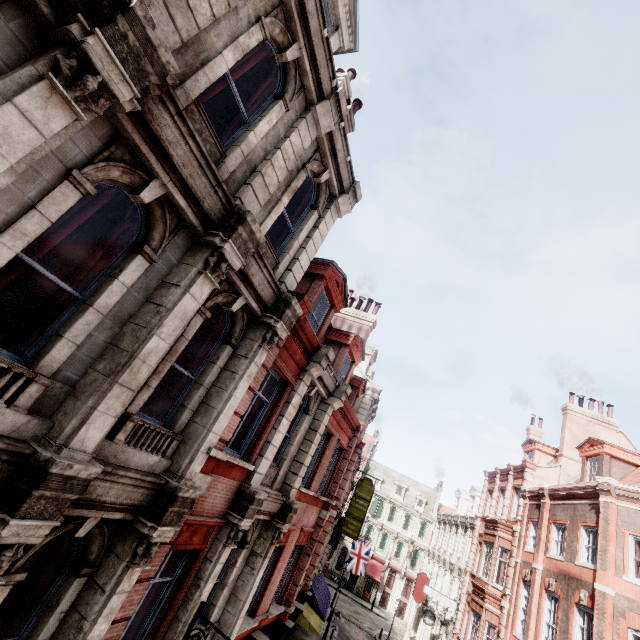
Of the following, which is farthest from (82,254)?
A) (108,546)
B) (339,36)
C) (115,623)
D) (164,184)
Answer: (339,36)

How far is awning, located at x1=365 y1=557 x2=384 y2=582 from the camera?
46.3m

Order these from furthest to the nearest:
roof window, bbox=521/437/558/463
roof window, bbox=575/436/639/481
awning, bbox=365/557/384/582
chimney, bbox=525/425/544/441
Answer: awning, bbox=365/557/384/582, chimney, bbox=525/425/544/441, roof window, bbox=521/437/558/463, roof window, bbox=575/436/639/481

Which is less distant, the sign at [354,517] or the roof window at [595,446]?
the roof window at [595,446]

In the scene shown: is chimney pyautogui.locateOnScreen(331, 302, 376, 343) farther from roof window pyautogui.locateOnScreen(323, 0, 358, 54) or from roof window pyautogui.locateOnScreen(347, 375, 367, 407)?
roof window pyautogui.locateOnScreen(323, 0, 358, 54)

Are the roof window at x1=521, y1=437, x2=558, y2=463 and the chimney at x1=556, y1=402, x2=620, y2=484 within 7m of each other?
yes

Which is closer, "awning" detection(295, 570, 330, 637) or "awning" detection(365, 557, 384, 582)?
"awning" detection(295, 570, 330, 637)

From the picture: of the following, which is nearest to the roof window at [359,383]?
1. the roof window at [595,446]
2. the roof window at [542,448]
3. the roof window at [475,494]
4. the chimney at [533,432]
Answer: the roof window at [595,446]
